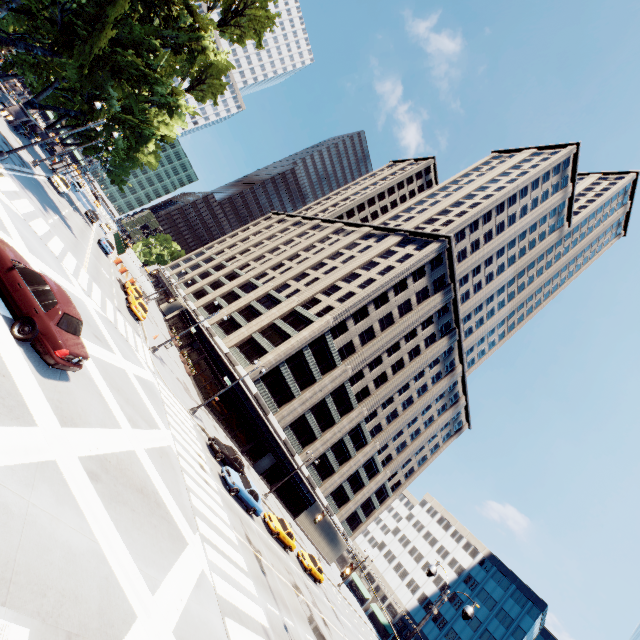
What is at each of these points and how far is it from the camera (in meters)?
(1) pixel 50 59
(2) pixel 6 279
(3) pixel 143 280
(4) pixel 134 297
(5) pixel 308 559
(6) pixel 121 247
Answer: (1) tree, 34.38
(2) vehicle, 9.71
(3) fence, 49.50
(4) vehicle, 33.47
(5) vehicle, 32.88
(6) fence, 51.62

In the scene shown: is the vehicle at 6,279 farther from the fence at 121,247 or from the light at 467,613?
the fence at 121,247

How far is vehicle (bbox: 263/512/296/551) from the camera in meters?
27.7

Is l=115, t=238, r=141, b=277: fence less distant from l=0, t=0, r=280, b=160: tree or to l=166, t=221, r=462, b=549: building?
l=166, t=221, r=462, b=549: building

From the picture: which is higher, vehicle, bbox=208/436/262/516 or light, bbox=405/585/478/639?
light, bbox=405/585/478/639

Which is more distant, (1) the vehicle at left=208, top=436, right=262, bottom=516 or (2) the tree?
(1) the vehicle at left=208, top=436, right=262, bottom=516

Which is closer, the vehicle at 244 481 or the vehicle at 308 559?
the vehicle at 244 481

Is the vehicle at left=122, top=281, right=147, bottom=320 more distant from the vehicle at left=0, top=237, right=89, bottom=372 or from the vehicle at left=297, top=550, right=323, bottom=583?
the vehicle at left=297, top=550, right=323, bottom=583
